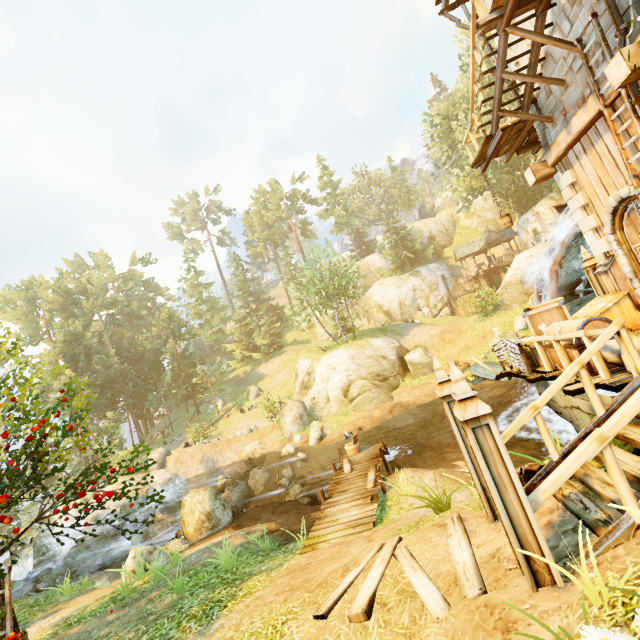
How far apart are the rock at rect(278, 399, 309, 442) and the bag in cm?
2053

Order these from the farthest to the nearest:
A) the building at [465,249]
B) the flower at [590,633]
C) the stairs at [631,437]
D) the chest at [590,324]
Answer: the building at [465,249], the chest at [590,324], the stairs at [631,437], the flower at [590,633]

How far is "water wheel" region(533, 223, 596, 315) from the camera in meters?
11.2

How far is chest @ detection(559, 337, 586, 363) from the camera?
5.87m

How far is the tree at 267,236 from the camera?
29.9m

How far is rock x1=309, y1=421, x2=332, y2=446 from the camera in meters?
20.8

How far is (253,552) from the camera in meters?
8.9

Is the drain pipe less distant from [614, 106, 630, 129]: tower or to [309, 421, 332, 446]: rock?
[614, 106, 630, 129]: tower
